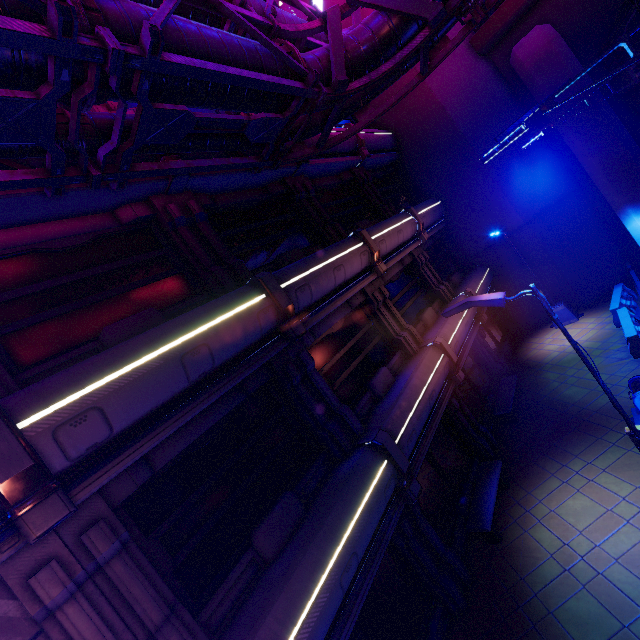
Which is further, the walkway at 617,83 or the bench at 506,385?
the bench at 506,385

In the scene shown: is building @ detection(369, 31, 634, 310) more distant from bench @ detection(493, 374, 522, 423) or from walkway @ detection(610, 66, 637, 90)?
bench @ detection(493, 374, 522, 423)

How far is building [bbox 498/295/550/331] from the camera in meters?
17.8 m

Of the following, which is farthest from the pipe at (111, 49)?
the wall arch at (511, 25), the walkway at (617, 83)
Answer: the walkway at (617, 83)

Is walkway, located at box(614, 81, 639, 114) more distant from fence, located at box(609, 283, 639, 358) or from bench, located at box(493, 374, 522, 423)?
bench, located at box(493, 374, 522, 423)

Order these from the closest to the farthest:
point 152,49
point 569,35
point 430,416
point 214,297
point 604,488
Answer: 1. point 152,49
2. point 214,297
3. point 604,488
4. point 430,416
5. point 569,35

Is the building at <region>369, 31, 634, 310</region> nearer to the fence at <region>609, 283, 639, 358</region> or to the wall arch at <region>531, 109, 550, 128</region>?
the wall arch at <region>531, 109, 550, 128</region>

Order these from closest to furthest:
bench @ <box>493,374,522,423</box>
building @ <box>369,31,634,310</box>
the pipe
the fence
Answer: the pipe → the fence → bench @ <box>493,374,522,423</box> → building @ <box>369,31,634,310</box>
